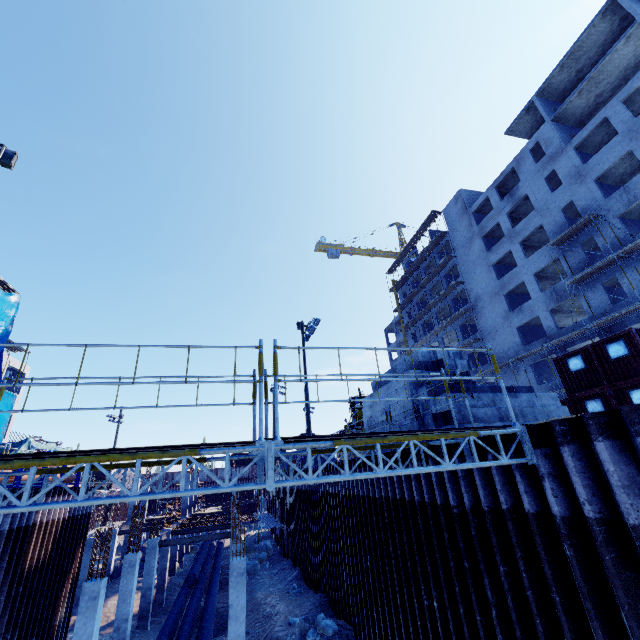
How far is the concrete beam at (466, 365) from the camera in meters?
10.4 m

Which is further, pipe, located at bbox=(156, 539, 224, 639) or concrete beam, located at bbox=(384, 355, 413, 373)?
pipe, located at bbox=(156, 539, 224, 639)

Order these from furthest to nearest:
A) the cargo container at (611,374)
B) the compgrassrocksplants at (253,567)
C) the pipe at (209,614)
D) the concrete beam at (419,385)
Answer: the compgrassrocksplants at (253,567) < the cargo container at (611,374) < the pipe at (209,614) < the concrete beam at (419,385)

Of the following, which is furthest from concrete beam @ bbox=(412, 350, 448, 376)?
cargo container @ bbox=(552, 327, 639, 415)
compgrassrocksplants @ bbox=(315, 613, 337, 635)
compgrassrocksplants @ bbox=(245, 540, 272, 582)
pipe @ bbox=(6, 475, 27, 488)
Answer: compgrassrocksplants @ bbox=(245, 540, 272, 582)

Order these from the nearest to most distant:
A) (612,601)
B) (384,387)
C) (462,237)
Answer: (612,601)
(384,387)
(462,237)

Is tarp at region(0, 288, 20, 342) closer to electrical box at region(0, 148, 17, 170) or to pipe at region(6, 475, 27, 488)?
pipe at region(6, 475, 27, 488)

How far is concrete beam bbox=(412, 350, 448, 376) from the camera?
10.3m

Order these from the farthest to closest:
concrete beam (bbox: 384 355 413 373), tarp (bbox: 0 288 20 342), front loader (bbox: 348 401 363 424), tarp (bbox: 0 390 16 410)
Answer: tarp (bbox: 0 390 16 410) < tarp (bbox: 0 288 20 342) < front loader (bbox: 348 401 363 424) < concrete beam (bbox: 384 355 413 373)
